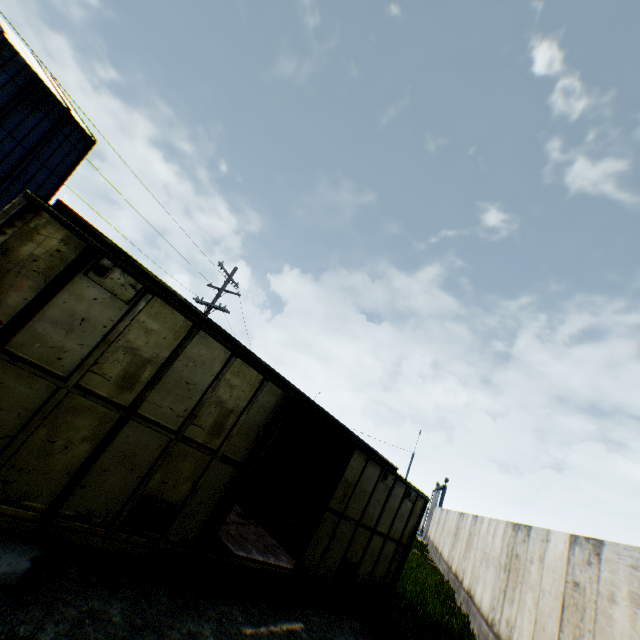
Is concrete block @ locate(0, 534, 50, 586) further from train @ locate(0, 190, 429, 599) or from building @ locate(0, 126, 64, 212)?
building @ locate(0, 126, 64, 212)

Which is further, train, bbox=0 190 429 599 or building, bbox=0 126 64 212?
building, bbox=0 126 64 212

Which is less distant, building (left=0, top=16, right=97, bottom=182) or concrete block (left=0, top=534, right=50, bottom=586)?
concrete block (left=0, top=534, right=50, bottom=586)

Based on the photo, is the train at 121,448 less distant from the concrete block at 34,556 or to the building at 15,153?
the concrete block at 34,556

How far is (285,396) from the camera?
6.5m

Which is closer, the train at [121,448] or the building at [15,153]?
the train at [121,448]
